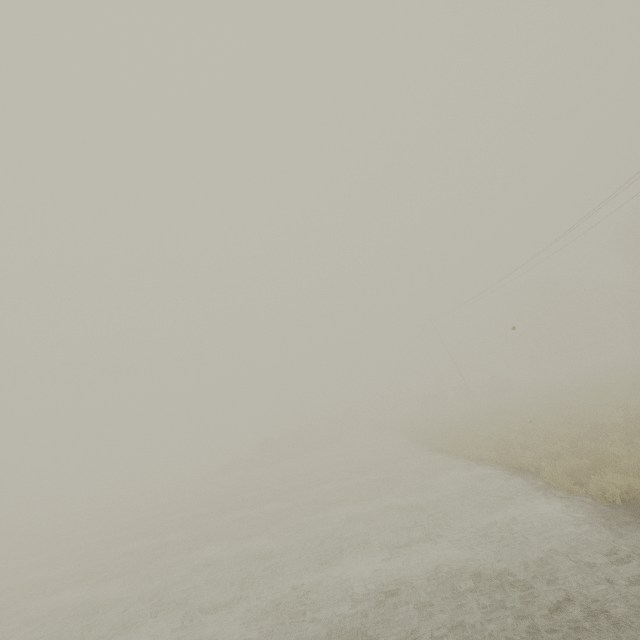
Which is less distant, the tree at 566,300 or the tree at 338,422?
the tree at 566,300

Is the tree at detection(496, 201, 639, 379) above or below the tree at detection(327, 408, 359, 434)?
above

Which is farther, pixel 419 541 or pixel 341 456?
pixel 341 456

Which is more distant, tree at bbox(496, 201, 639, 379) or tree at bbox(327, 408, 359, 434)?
tree at bbox(327, 408, 359, 434)

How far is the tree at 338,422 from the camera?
55.8m

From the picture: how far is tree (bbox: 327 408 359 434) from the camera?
55.8 meters
